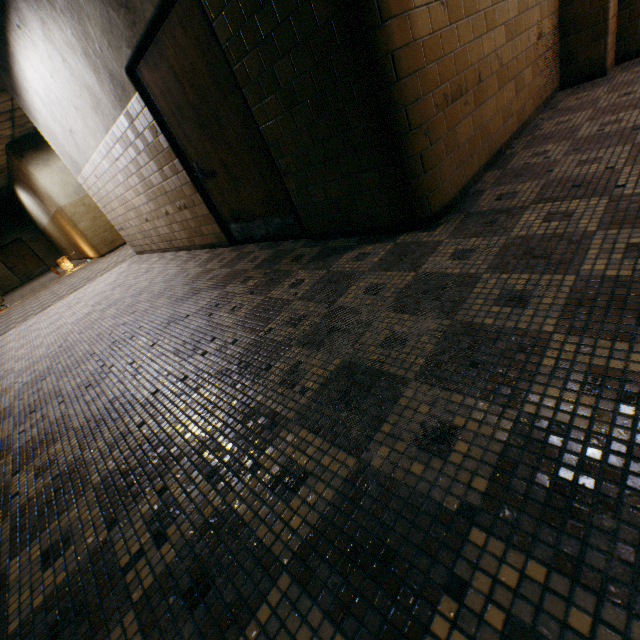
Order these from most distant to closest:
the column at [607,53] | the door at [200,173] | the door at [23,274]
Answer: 1. the door at [23,274]
2. the column at [607,53]
3. the door at [200,173]

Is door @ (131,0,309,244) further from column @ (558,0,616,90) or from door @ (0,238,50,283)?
door @ (0,238,50,283)

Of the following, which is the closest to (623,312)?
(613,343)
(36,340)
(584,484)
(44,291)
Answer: (613,343)

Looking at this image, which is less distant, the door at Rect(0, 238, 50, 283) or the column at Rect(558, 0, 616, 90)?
the column at Rect(558, 0, 616, 90)

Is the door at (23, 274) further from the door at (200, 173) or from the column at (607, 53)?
the column at (607, 53)

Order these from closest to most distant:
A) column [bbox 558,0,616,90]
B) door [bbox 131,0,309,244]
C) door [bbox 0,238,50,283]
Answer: door [bbox 131,0,309,244] → column [bbox 558,0,616,90] → door [bbox 0,238,50,283]
